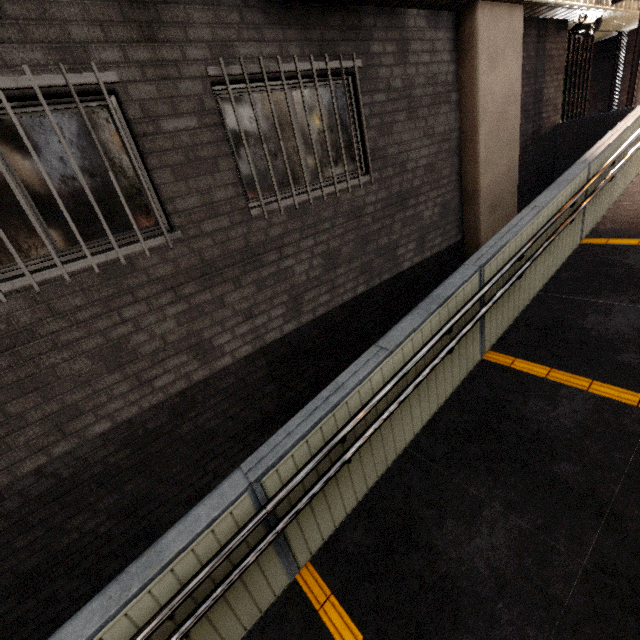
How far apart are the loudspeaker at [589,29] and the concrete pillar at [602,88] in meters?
4.7 m

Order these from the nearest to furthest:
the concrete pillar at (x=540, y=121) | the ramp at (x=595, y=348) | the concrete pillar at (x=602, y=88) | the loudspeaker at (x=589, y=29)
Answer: the ramp at (x=595, y=348)
the concrete pillar at (x=540, y=121)
the loudspeaker at (x=589, y=29)
the concrete pillar at (x=602, y=88)

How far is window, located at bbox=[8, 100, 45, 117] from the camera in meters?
2.3 m

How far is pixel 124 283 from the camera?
2.8 meters

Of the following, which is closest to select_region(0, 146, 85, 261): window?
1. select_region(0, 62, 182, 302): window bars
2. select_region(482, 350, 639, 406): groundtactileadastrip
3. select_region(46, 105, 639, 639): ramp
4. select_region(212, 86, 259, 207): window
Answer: select_region(0, 62, 182, 302): window bars

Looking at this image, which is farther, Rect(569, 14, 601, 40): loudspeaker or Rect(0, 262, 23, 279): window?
Rect(569, 14, 601, 40): loudspeaker
